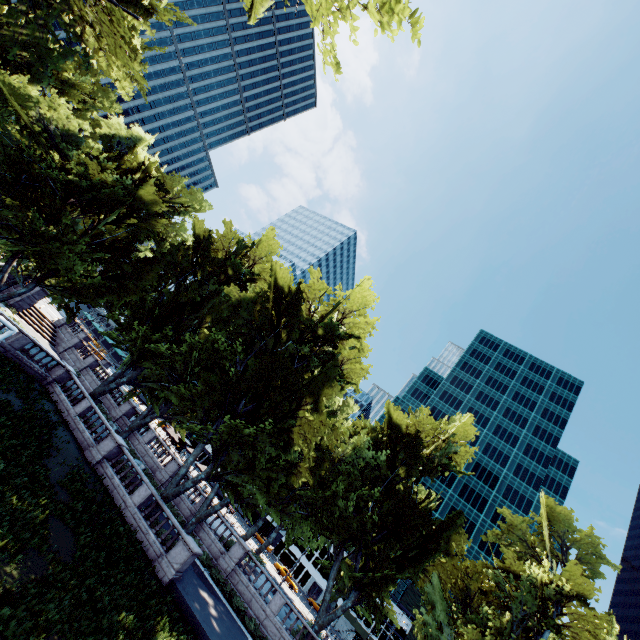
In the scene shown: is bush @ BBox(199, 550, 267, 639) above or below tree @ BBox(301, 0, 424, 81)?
below

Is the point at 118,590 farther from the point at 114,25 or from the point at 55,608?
the point at 114,25

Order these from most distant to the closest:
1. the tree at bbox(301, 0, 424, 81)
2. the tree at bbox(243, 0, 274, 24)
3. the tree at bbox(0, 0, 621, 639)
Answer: the tree at bbox(0, 0, 621, 639) → the tree at bbox(243, 0, 274, 24) → the tree at bbox(301, 0, 424, 81)

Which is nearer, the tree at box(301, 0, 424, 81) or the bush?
the tree at box(301, 0, 424, 81)

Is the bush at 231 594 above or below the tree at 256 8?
below

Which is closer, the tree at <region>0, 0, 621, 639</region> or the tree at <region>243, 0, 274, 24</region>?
the tree at <region>243, 0, 274, 24</region>

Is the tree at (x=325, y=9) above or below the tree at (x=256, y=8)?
below
